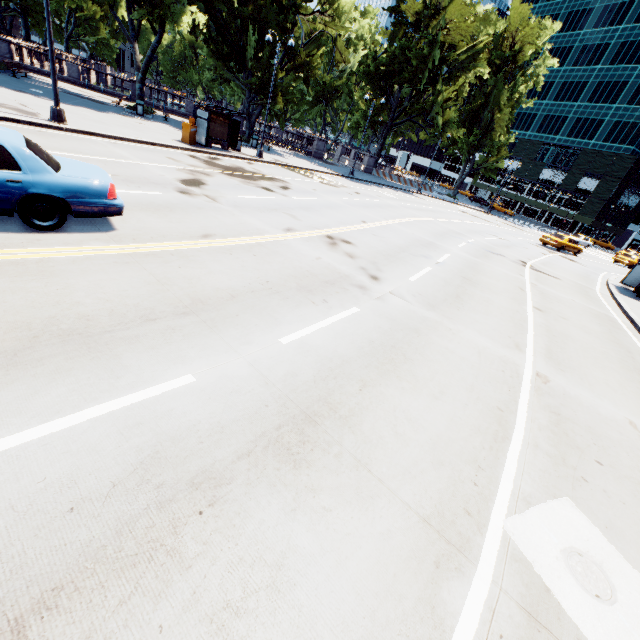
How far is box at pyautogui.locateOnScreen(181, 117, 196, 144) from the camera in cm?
1920

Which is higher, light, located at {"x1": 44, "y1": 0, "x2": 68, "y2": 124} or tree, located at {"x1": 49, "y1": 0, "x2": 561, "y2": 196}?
tree, located at {"x1": 49, "y1": 0, "x2": 561, "y2": 196}

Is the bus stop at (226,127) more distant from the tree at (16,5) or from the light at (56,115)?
the light at (56,115)

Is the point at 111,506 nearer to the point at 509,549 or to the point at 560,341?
the point at 509,549

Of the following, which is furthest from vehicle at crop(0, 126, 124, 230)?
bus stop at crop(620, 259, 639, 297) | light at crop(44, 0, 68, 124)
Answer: bus stop at crop(620, 259, 639, 297)

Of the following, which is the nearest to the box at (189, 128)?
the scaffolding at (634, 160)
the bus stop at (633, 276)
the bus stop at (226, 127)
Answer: the bus stop at (226, 127)

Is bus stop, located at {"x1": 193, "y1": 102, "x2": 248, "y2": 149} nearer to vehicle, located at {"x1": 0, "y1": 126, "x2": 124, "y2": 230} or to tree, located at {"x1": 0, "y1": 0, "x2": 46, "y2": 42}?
tree, located at {"x1": 0, "y1": 0, "x2": 46, "y2": 42}

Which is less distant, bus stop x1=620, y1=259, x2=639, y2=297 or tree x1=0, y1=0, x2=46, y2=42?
bus stop x1=620, y1=259, x2=639, y2=297
